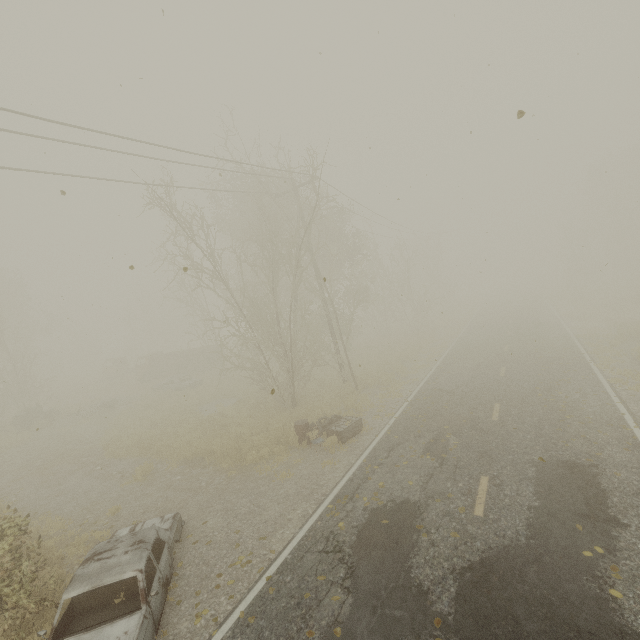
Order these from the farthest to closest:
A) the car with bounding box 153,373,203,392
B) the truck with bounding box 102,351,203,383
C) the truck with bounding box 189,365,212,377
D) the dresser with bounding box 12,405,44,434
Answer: the truck with bounding box 102,351,203,383 < the truck with bounding box 189,365,212,377 < the car with bounding box 153,373,203,392 < the dresser with bounding box 12,405,44,434

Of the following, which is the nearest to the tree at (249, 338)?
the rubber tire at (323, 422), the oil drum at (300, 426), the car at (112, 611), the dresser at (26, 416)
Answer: the rubber tire at (323, 422)

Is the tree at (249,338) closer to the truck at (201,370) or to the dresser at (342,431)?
the truck at (201,370)

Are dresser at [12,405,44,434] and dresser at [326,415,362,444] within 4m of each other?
no

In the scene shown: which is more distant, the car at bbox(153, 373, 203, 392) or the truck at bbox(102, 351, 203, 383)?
the truck at bbox(102, 351, 203, 383)

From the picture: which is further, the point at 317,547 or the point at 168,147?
the point at 168,147

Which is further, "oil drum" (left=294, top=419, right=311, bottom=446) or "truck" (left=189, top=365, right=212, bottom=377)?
"truck" (left=189, top=365, right=212, bottom=377)

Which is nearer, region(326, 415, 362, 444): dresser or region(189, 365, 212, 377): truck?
region(326, 415, 362, 444): dresser
